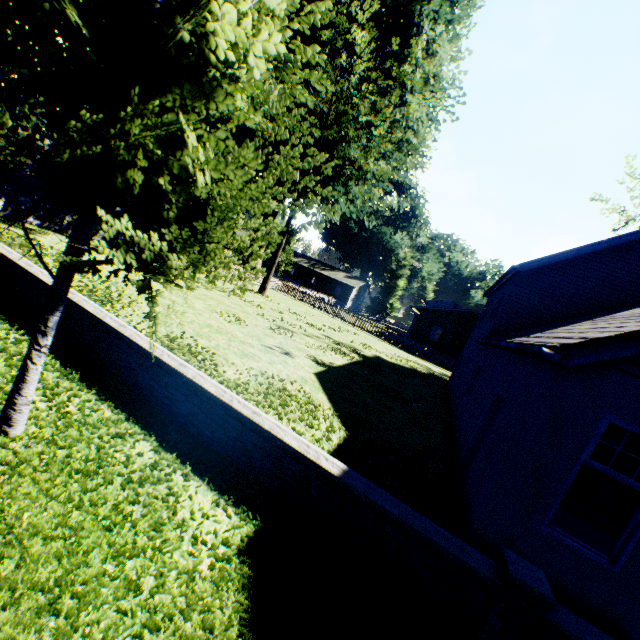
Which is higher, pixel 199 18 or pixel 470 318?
pixel 470 318

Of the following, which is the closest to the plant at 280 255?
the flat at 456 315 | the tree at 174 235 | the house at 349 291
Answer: the house at 349 291

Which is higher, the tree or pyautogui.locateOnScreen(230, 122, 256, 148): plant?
pyautogui.locateOnScreen(230, 122, 256, 148): plant

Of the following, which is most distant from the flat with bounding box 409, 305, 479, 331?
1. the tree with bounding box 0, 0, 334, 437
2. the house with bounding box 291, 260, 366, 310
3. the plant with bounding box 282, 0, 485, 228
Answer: the house with bounding box 291, 260, 366, 310

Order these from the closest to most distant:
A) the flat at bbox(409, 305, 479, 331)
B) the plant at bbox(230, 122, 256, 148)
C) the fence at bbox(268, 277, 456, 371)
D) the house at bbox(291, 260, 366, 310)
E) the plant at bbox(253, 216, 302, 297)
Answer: the plant at bbox(230, 122, 256, 148)
the plant at bbox(253, 216, 302, 297)
the fence at bbox(268, 277, 456, 371)
the flat at bbox(409, 305, 479, 331)
the house at bbox(291, 260, 366, 310)

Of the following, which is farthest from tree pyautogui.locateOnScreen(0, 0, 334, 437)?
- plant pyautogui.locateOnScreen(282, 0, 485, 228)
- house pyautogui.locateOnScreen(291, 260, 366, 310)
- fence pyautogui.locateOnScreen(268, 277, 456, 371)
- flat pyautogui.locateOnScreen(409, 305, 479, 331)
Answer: house pyautogui.locateOnScreen(291, 260, 366, 310)

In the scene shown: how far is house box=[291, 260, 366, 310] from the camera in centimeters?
5684cm

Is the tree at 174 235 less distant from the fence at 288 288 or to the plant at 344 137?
the fence at 288 288
